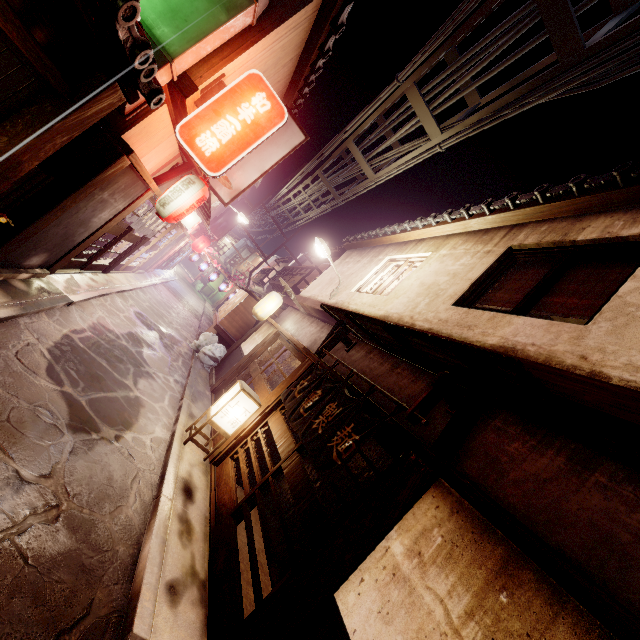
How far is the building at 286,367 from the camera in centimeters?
1961cm

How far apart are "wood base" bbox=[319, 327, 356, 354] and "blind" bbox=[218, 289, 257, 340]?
12.9m

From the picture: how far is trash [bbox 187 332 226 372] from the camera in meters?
21.4 m

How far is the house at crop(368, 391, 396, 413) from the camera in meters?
8.2

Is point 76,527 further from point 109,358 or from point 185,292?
point 185,292

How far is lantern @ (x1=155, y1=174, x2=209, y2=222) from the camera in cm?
1172

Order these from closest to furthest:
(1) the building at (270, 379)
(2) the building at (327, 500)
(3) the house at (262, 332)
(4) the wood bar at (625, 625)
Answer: (4) the wood bar at (625, 625)
(2) the building at (327, 500)
(1) the building at (270, 379)
(3) the house at (262, 332)

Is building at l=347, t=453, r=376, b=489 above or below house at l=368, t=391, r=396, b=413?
below
